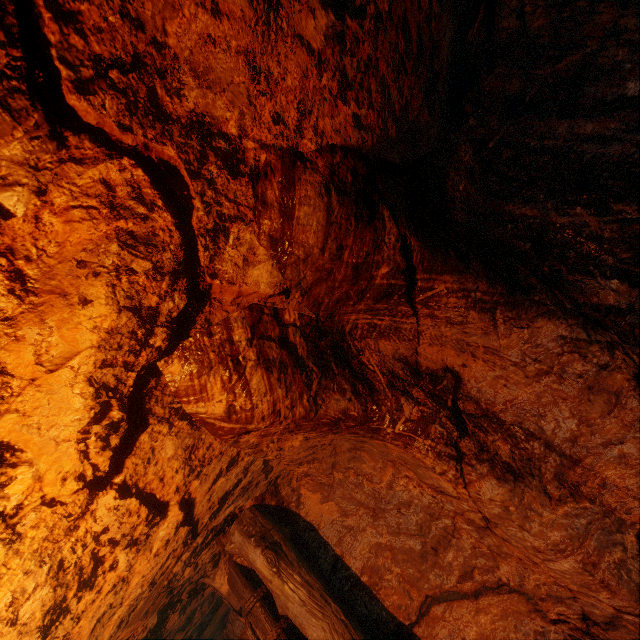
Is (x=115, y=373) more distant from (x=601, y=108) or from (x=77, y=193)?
(x=601, y=108)
